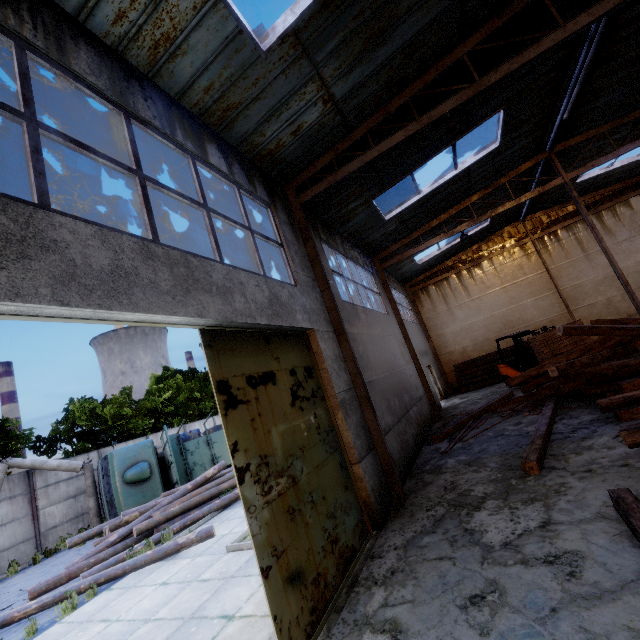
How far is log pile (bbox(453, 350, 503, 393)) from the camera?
18.1 meters

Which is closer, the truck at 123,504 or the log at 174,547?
the log at 174,547

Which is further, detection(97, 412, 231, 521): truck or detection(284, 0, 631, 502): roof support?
detection(97, 412, 231, 521): truck

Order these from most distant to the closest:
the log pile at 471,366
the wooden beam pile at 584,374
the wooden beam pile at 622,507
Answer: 1. the log pile at 471,366
2. the wooden beam pile at 584,374
3. the wooden beam pile at 622,507

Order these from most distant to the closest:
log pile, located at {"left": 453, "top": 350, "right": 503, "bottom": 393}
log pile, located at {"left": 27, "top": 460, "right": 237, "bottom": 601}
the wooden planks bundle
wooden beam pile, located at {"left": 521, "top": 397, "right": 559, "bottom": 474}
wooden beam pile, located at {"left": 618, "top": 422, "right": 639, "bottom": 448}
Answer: log pile, located at {"left": 453, "top": 350, "right": 503, "bottom": 393} → the wooden planks bundle → log pile, located at {"left": 27, "top": 460, "right": 237, "bottom": 601} → wooden beam pile, located at {"left": 521, "top": 397, "right": 559, "bottom": 474} → wooden beam pile, located at {"left": 618, "top": 422, "right": 639, "bottom": 448}

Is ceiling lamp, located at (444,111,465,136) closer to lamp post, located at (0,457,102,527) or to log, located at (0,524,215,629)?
log, located at (0,524,215,629)

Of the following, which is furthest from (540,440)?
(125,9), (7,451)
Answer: (7,451)

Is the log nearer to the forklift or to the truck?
the truck
